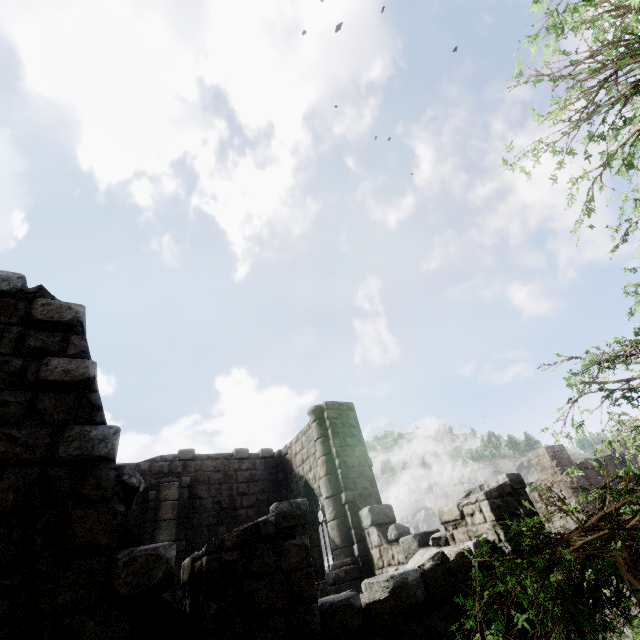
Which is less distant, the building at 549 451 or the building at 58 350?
the building at 58 350

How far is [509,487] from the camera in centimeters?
637cm

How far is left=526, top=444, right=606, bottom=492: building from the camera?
15.94m

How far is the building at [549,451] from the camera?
15.9m

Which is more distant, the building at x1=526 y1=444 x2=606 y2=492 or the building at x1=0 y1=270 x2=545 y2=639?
the building at x1=526 y1=444 x2=606 y2=492
